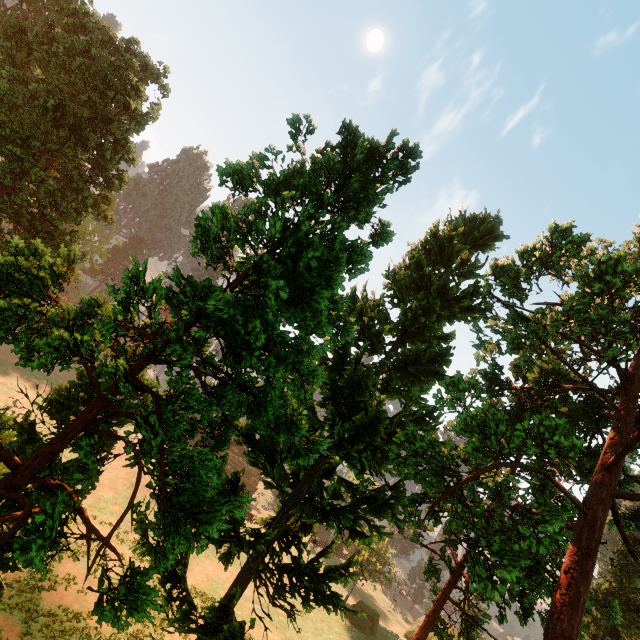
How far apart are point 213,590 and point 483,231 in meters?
38.7
